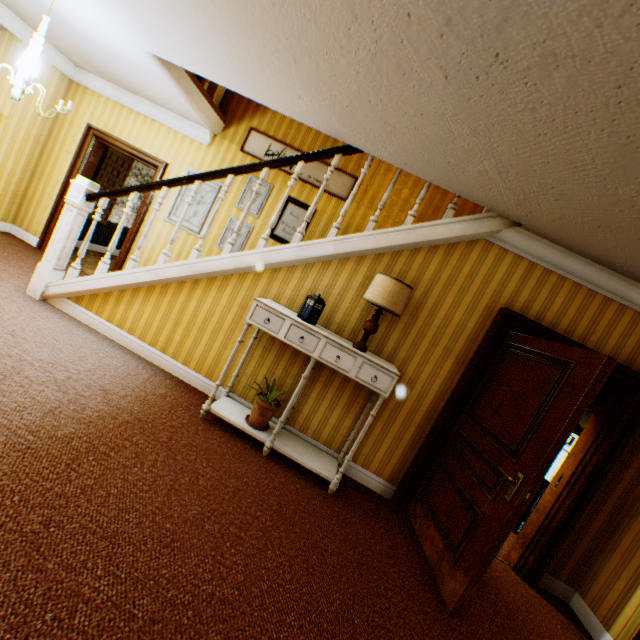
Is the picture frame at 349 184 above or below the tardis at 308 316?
above

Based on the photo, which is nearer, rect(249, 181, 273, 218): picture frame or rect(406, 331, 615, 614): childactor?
rect(406, 331, 615, 614): childactor

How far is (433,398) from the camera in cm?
350

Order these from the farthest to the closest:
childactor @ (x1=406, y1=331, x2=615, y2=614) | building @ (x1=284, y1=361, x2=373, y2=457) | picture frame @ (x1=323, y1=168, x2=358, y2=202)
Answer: picture frame @ (x1=323, y1=168, x2=358, y2=202) < building @ (x1=284, y1=361, x2=373, y2=457) < childactor @ (x1=406, y1=331, x2=615, y2=614)

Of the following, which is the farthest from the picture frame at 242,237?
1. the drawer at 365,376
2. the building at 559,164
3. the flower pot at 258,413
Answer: the drawer at 365,376

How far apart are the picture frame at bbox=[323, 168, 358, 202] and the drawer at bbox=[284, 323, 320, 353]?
2.9m

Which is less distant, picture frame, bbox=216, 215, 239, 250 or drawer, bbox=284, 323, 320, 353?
drawer, bbox=284, 323, 320, 353

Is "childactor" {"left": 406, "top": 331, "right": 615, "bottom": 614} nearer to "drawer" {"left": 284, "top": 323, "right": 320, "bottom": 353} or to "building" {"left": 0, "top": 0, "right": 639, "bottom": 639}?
"building" {"left": 0, "top": 0, "right": 639, "bottom": 639}
